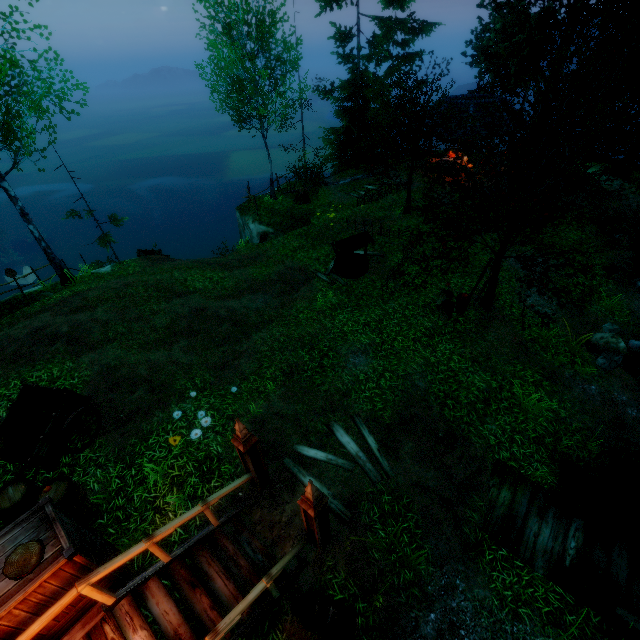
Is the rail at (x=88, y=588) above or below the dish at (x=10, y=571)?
below

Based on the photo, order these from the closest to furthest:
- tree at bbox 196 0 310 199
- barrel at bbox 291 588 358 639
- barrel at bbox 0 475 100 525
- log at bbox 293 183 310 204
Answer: barrel at bbox 291 588 358 639 → barrel at bbox 0 475 100 525 → tree at bbox 196 0 310 199 → log at bbox 293 183 310 204

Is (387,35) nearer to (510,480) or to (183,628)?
(510,480)

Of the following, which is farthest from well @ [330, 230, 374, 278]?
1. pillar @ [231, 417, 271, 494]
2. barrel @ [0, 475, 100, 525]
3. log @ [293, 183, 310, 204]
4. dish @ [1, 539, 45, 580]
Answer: dish @ [1, 539, 45, 580]

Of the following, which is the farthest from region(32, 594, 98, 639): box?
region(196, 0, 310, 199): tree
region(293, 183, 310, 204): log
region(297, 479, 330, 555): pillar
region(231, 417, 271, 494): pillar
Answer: region(293, 183, 310, 204): log

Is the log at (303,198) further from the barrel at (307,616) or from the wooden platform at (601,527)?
the barrel at (307,616)

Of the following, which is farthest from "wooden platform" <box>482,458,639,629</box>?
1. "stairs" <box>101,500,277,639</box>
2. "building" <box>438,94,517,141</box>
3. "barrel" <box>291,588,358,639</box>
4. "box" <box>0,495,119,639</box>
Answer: "building" <box>438,94,517,141</box>

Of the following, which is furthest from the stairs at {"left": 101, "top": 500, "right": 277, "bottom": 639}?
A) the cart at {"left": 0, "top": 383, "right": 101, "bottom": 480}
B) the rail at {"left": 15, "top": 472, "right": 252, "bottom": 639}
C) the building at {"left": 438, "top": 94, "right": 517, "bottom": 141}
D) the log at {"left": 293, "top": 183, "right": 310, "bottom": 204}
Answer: the building at {"left": 438, "top": 94, "right": 517, "bottom": 141}
